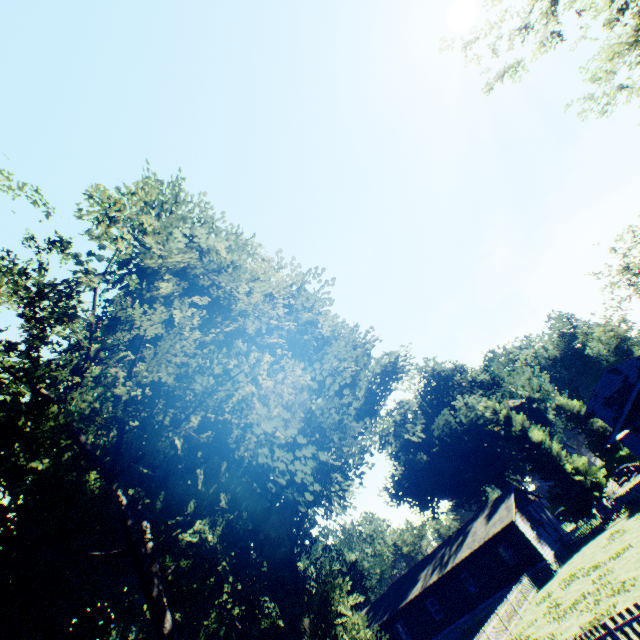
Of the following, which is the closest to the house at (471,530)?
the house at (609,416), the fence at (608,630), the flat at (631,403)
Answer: the fence at (608,630)

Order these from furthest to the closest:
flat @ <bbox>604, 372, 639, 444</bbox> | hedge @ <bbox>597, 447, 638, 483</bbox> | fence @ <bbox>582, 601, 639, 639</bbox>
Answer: hedge @ <bbox>597, 447, 638, 483</bbox> → flat @ <bbox>604, 372, 639, 444</bbox> → fence @ <bbox>582, 601, 639, 639</bbox>

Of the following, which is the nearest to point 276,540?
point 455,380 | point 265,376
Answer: point 265,376

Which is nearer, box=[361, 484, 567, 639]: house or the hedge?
box=[361, 484, 567, 639]: house

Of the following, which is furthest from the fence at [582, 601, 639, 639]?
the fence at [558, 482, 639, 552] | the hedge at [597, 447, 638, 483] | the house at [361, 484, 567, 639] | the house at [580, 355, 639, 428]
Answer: the hedge at [597, 447, 638, 483]

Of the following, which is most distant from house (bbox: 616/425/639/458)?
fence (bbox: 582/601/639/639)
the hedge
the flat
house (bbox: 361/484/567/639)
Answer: the hedge

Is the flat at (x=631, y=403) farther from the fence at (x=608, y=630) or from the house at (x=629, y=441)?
the fence at (x=608, y=630)

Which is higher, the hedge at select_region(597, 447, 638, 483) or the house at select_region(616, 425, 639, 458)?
the house at select_region(616, 425, 639, 458)
